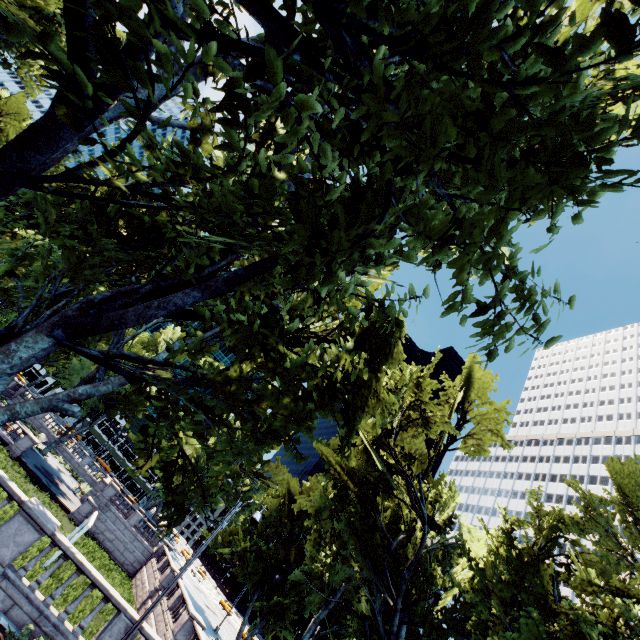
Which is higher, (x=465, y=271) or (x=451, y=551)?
(x=451, y=551)
